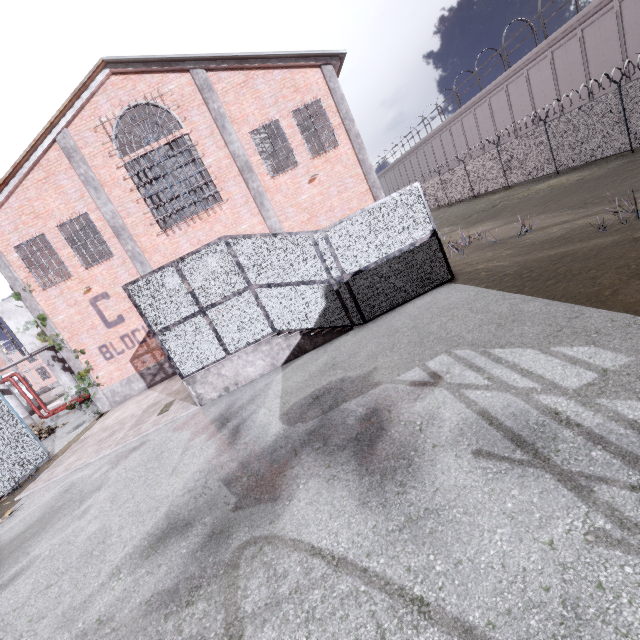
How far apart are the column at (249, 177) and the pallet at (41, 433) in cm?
1437

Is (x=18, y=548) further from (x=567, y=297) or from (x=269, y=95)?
(x=269, y=95)

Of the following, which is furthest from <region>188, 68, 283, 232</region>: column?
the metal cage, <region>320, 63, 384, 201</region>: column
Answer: <region>320, 63, 384, 201</region>: column

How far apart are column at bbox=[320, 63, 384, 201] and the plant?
15.27m

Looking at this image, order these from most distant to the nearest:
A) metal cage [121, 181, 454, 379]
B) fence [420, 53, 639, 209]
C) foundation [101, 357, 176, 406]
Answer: foundation [101, 357, 176, 406], fence [420, 53, 639, 209], metal cage [121, 181, 454, 379]

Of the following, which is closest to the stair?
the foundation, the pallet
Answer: the foundation

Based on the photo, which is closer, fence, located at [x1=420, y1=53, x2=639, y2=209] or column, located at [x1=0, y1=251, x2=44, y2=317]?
column, located at [x1=0, y1=251, x2=44, y2=317]

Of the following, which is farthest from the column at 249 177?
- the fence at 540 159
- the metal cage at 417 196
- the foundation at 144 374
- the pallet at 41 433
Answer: the pallet at 41 433
